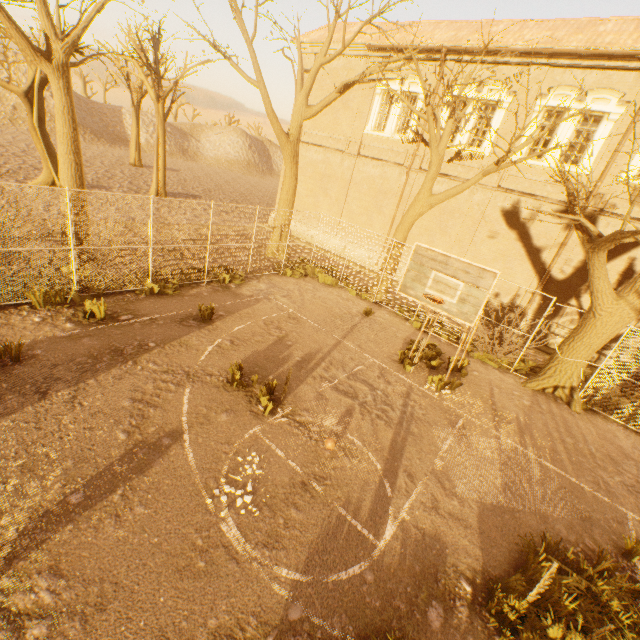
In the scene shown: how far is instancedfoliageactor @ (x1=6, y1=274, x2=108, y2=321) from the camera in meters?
8.1 m

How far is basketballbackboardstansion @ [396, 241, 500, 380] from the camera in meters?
6.3 m

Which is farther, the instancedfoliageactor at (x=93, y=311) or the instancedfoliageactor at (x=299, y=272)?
the instancedfoliageactor at (x=299, y=272)

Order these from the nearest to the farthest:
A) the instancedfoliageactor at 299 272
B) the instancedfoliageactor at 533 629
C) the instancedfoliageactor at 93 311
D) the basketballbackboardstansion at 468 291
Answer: the instancedfoliageactor at 533 629 → the basketballbackboardstansion at 468 291 → the instancedfoliageactor at 93 311 → the instancedfoliageactor at 299 272

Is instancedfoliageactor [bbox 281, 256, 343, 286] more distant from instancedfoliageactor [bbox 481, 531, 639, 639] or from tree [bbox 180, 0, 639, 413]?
instancedfoliageactor [bbox 481, 531, 639, 639]

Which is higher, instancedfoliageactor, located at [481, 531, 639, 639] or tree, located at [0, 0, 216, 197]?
tree, located at [0, 0, 216, 197]

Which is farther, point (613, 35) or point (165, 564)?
point (613, 35)

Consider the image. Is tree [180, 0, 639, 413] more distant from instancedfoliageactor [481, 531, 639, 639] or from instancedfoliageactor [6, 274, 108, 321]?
instancedfoliageactor [481, 531, 639, 639]
